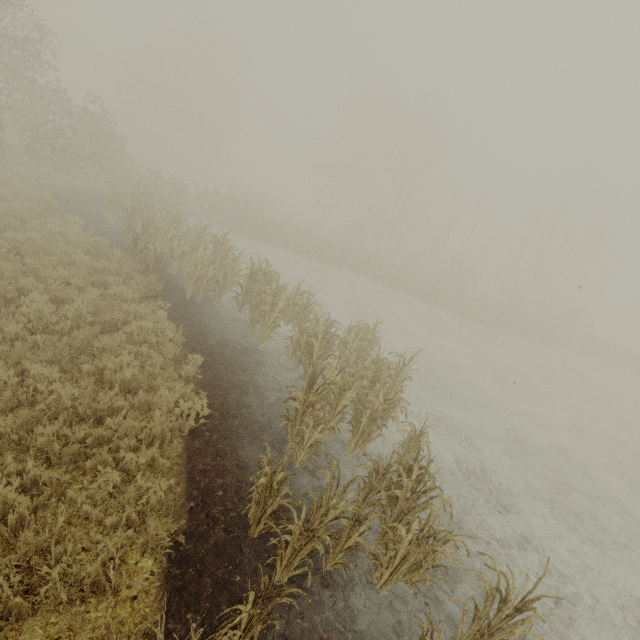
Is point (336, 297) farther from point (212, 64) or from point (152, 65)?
point (152, 65)
